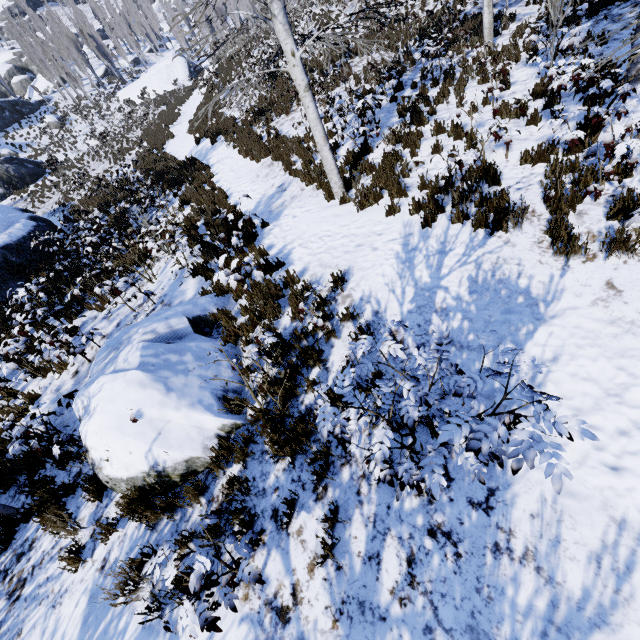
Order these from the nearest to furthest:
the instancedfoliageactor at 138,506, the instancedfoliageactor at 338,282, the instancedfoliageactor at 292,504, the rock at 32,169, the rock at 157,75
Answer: the instancedfoliageactor at 292,504, the instancedfoliageactor at 138,506, the instancedfoliageactor at 338,282, the rock at 32,169, the rock at 157,75

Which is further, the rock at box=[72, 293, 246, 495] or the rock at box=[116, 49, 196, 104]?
the rock at box=[116, 49, 196, 104]

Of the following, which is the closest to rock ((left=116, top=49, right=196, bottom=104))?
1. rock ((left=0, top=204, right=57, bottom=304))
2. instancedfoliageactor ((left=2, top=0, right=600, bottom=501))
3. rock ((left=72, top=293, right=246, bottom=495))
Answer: instancedfoliageactor ((left=2, top=0, right=600, bottom=501))

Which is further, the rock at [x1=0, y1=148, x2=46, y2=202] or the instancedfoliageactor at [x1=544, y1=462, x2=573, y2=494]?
the rock at [x1=0, y1=148, x2=46, y2=202]

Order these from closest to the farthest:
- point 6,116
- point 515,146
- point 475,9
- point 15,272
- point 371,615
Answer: point 371,615 < point 515,146 < point 15,272 < point 475,9 < point 6,116

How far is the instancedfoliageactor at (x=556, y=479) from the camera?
1.6 meters

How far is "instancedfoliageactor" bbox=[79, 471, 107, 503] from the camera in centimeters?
454cm
